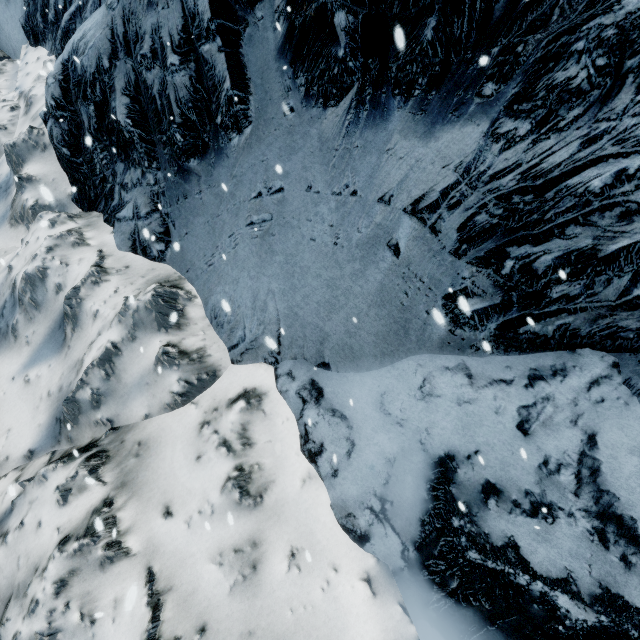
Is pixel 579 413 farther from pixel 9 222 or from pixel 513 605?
pixel 9 222
